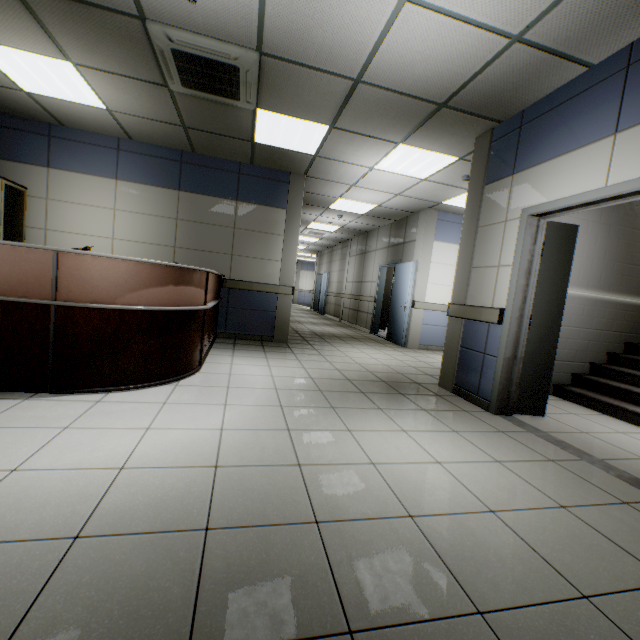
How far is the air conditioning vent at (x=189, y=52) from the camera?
2.9m

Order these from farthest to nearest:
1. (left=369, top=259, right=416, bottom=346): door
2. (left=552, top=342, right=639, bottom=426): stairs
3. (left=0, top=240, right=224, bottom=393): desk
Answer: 1. (left=369, top=259, right=416, bottom=346): door
2. (left=552, top=342, right=639, bottom=426): stairs
3. (left=0, top=240, right=224, bottom=393): desk

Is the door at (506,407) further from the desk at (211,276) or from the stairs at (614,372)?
the desk at (211,276)

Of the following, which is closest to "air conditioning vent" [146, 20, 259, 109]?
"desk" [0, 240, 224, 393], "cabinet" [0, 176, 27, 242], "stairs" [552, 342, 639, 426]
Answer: "desk" [0, 240, 224, 393]

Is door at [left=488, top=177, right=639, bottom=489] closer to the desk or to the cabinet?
the desk

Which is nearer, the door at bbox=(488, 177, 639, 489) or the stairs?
the door at bbox=(488, 177, 639, 489)

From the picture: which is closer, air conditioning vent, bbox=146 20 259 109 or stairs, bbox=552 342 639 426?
air conditioning vent, bbox=146 20 259 109

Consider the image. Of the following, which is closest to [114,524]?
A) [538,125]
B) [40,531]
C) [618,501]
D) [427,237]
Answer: [40,531]
